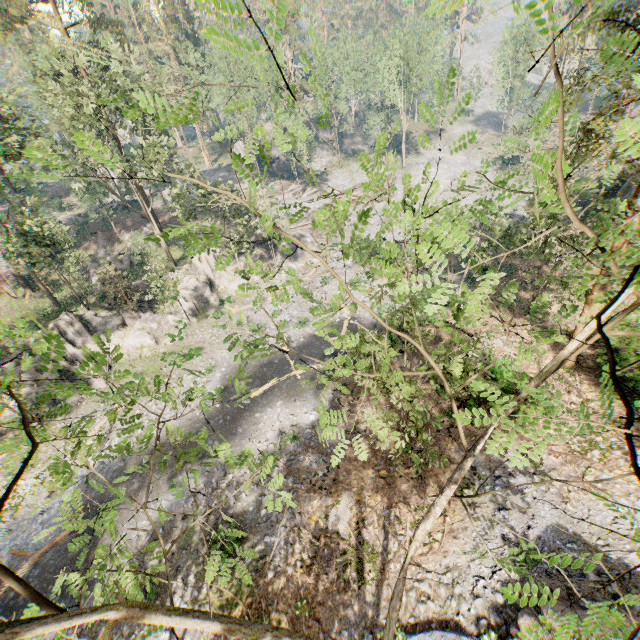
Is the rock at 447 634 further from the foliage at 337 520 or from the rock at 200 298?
the rock at 200 298

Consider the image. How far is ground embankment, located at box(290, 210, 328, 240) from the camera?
44.3 meters

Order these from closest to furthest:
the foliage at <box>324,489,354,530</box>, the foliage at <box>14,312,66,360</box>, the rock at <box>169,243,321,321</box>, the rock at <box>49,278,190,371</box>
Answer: the foliage at <box>14,312,66,360</box> < the foliage at <box>324,489,354,530</box> < the rock at <box>49,278,190,371</box> < the rock at <box>169,243,321,321</box>

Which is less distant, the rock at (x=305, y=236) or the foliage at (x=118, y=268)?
the foliage at (x=118, y=268)

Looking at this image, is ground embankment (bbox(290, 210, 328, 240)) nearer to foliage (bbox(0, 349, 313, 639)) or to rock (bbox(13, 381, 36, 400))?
rock (bbox(13, 381, 36, 400))

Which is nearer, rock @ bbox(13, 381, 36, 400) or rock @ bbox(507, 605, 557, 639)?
rock @ bbox(507, 605, 557, 639)

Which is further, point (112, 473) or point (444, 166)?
point (444, 166)

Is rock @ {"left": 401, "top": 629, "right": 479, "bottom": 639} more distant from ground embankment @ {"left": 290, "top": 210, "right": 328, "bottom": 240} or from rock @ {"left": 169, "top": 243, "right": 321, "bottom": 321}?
ground embankment @ {"left": 290, "top": 210, "right": 328, "bottom": 240}
